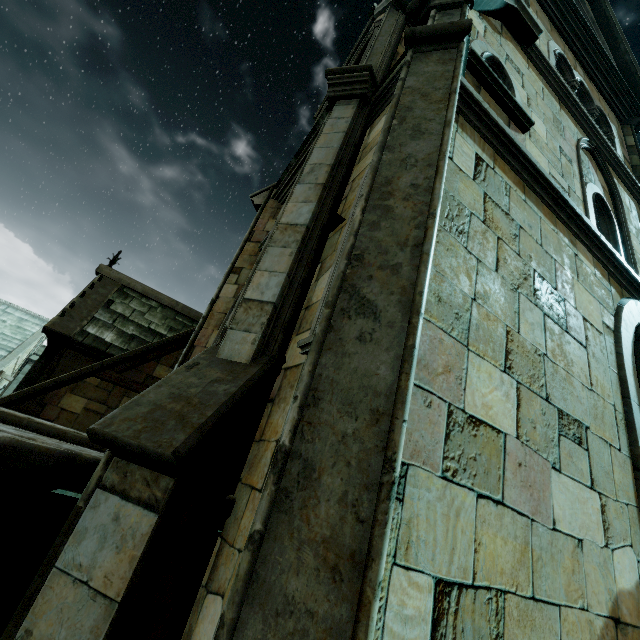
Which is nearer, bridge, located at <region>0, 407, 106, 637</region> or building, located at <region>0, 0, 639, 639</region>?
building, located at <region>0, 0, 639, 639</region>

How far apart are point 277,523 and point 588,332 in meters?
3.9 m

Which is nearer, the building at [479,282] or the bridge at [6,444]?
the building at [479,282]
